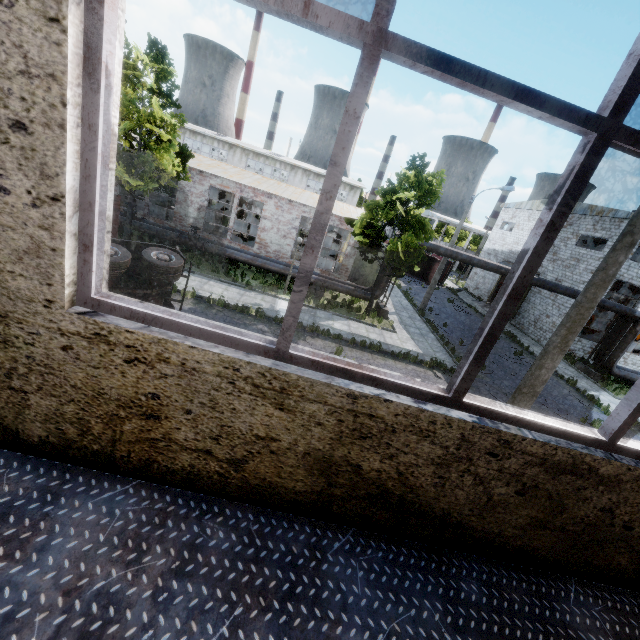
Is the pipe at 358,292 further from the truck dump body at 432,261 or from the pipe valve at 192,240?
the truck dump body at 432,261

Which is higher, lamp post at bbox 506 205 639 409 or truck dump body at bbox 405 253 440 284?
lamp post at bbox 506 205 639 409

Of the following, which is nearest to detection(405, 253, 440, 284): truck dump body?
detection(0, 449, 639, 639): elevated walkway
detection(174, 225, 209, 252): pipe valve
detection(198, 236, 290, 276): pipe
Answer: detection(198, 236, 290, 276): pipe

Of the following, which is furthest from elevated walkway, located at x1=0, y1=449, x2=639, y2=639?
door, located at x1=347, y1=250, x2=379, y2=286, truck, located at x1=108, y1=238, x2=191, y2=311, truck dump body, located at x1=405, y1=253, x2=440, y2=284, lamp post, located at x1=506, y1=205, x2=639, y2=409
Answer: truck dump body, located at x1=405, y1=253, x2=440, y2=284

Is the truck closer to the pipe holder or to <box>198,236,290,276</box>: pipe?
<box>198,236,290,276</box>: pipe

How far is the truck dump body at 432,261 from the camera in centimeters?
3734cm

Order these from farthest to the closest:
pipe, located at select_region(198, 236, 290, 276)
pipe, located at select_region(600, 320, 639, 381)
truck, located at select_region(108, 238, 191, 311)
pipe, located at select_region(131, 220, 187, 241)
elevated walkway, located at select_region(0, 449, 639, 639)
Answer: pipe, located at select_region(600, 320, 639, 381) → pipe, located at select_region(198, 236, 290, 276) → pipe, located at select_region(131, 220, 187, 241) → truck, located at select_region(108, 238, 191, 311) → elevated walkway, located at select_region(0, 449, 639, 639)

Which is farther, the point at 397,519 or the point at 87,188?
the point at 397,519
